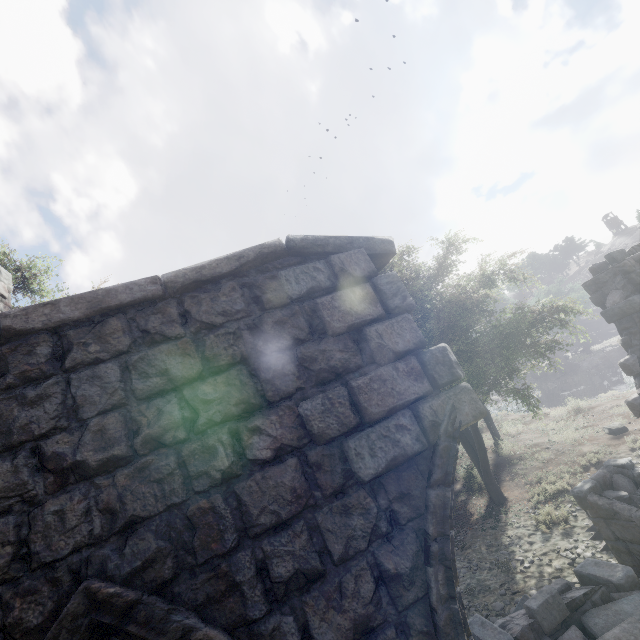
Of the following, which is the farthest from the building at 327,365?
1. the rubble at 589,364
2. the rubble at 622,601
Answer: the rubble at 589,364

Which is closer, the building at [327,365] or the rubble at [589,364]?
the building at [327,365]

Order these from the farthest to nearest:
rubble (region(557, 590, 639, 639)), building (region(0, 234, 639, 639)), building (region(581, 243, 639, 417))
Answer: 1. building (region(581, 243, 639, 417))
2. rubble (region(557, 590, 639, 639))
3. building (region(0, 234, 639, 639))

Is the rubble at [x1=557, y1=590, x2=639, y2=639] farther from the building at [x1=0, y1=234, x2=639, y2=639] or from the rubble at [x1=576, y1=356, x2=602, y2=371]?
the rubble at [x1=576, y1=356, x2=602, y2=371]

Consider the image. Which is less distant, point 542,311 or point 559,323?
point 542,311

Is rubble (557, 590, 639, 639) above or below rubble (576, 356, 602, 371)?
above

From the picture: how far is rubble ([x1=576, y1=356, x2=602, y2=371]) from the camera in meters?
42.7

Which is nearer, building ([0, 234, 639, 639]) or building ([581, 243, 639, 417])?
building ([0, 234, 639, 639])
